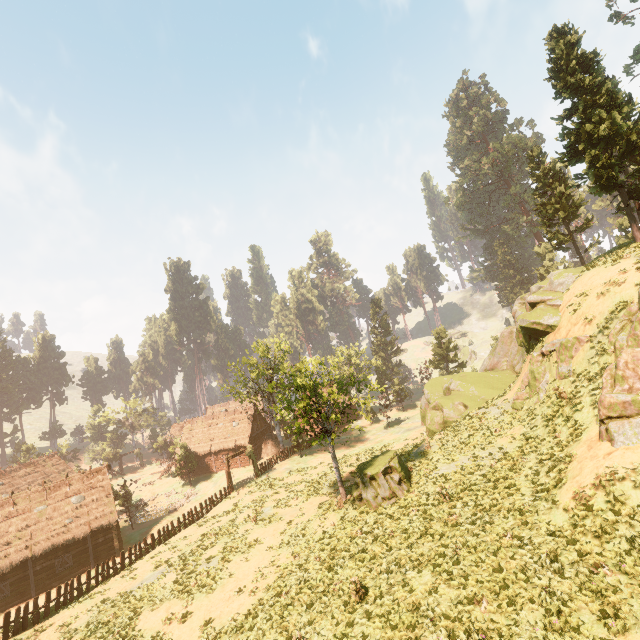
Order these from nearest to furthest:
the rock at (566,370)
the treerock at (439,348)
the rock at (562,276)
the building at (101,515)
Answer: the rock at (566,370) → the rock at (562,276) → the building at (101,515) → the treerock at (439,348)

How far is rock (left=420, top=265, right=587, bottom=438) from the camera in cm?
2264

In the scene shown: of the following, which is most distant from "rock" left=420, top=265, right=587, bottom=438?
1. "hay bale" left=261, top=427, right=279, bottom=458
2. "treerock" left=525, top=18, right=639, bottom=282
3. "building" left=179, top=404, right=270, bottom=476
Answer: "building" left=179, top=404, right=270, bottom=476

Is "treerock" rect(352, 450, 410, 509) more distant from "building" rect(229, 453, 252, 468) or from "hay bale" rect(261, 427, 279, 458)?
"hay bale" rect(261, 427, 279, 458)

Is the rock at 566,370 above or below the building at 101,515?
above

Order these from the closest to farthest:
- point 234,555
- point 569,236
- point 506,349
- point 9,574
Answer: point 234,555, point 9,574, point 569,236, point 506,349

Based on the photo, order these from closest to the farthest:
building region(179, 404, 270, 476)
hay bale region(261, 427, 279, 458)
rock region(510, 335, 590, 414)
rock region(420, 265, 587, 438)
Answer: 1. rock region(510, 335, 590, 414)
2. rock region(420, 265, 587, 438)
3. hay bale region(261, 427, 279, 458)
4. building region(179, 404, 270, 476)

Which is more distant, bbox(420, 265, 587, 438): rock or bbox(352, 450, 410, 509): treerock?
bbox(420, 265, 587, 438): rock
